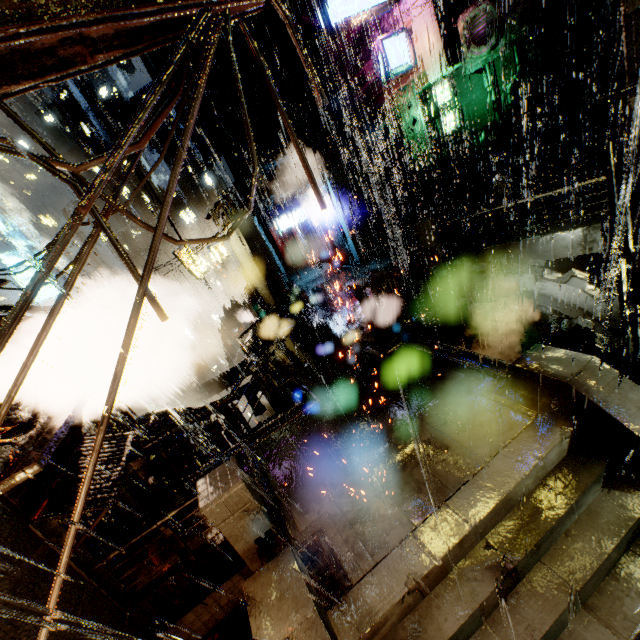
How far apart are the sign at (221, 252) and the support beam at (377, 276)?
14.3 meters

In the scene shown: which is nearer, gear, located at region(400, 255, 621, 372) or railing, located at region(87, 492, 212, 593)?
railing, located at region(87, 492, 212, 593)

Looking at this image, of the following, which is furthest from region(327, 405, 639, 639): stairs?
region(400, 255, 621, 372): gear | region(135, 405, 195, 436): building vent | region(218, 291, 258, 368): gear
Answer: region(218, 291, 258, 368): gear

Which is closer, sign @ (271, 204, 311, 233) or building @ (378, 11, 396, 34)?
building @ (378, 11, 396, 34)

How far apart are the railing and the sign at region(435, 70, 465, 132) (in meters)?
19.37

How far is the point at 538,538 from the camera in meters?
4.9

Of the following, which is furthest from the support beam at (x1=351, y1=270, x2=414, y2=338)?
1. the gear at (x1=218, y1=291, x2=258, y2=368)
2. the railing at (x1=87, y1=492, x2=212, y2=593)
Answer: the gear at (x1=218, y1=291, x2=258, y2=368)

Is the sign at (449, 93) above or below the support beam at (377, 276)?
above
